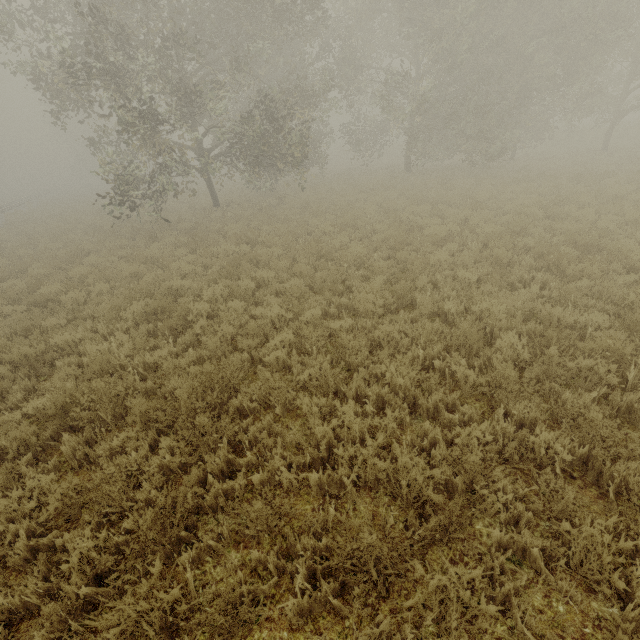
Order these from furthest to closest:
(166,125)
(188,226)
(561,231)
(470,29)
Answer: (188,226)
(470,29)
(166,125)
(561,231)
